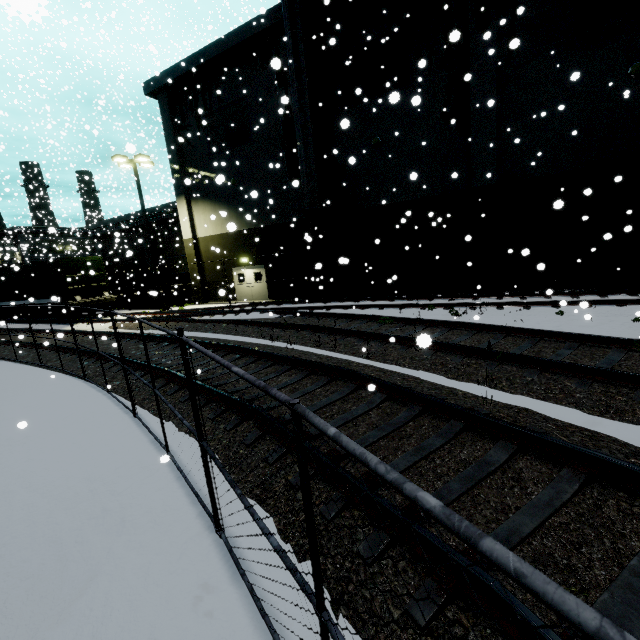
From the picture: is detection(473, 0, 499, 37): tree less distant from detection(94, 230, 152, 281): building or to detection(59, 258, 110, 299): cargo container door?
detection(94, 230, 152, 281): building

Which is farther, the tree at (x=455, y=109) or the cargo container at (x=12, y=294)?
the cargo container at (x=12, y=294)

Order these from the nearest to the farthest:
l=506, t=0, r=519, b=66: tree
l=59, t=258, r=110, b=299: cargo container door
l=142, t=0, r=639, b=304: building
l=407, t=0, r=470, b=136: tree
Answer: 1. l=506, t=0, r=519, b=66: tree
2. l=142, t=0, r=639, b=304: building
3. l=407, t=0, r=470, b=136: tree
4. l=59, t=258, r=110, b=299: cargo container door

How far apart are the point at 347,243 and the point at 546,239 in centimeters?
970cm

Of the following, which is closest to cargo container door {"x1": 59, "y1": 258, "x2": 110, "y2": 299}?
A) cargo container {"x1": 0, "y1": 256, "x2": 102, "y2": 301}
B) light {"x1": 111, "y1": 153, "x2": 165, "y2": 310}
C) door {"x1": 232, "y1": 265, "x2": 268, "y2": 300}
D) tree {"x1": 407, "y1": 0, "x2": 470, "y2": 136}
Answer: cargo container {"x1": 0, "y1": 256, "x2": 102, "y2": 301}

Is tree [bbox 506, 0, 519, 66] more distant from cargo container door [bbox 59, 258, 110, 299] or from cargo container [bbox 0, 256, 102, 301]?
cargo container door [bbox 59, 258, 110, 299]

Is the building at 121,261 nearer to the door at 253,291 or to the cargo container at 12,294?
the door at 253,291

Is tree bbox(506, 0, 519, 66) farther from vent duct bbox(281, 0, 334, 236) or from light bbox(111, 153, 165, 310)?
light bbox(111, 153, 165, 310)
